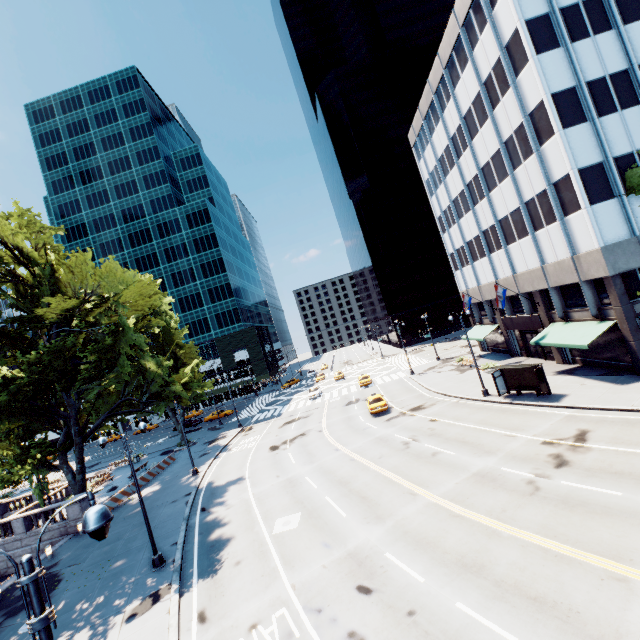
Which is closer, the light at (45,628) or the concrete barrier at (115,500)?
the light at (45,628)

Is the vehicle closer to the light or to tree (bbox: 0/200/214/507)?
tree (bbox: 0/200/214/507)

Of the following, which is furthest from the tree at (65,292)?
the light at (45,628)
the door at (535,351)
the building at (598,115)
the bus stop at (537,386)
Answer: the door at (535,351)

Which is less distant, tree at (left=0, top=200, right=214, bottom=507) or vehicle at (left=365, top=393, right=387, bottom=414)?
tree at (left=0, top=200, right=214, bottom=507)

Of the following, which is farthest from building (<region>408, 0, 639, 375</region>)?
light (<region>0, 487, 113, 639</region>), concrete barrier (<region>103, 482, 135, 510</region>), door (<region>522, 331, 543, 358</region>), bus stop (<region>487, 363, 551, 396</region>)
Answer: concrete barrier (<region>103, 482, 135, 510</region>)

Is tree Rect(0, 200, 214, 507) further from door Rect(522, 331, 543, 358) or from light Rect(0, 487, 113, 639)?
door Rect(522, 331, 543, 358)

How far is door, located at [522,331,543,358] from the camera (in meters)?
32.59

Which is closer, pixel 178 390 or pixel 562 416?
pixel 562 416
